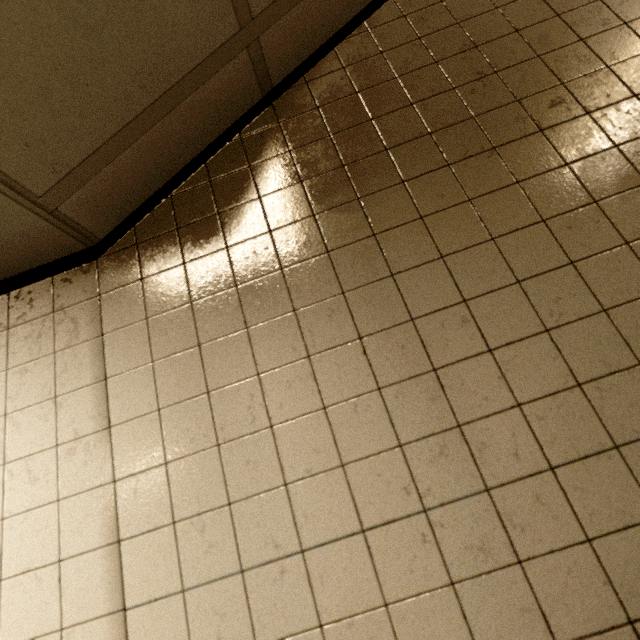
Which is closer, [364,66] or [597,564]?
[597,564]
